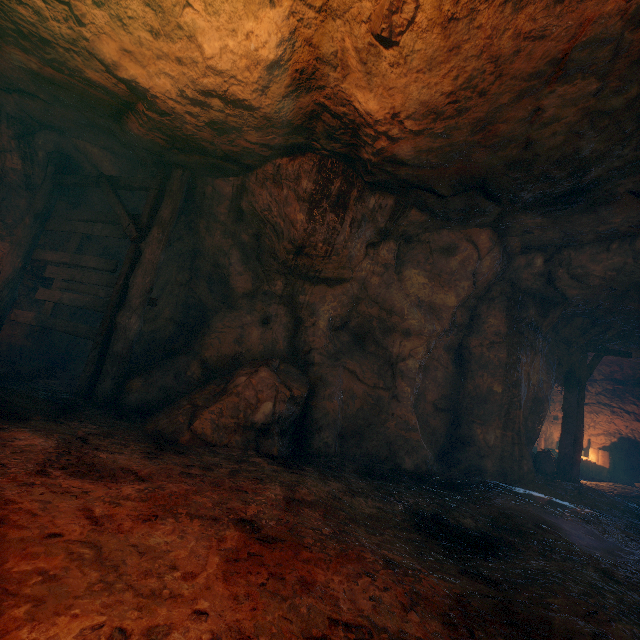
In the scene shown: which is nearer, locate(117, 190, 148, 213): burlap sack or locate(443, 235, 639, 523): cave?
locate(443, 235, 639, 523): cave

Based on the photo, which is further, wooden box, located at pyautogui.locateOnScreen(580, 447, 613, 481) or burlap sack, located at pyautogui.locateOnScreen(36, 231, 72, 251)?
wooden box, located at pyautogui.locateOnScreen(580, 447, 613, 481)

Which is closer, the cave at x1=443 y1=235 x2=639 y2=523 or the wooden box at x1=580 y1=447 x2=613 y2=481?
the cave at x1=443 y1=235 x2=639 y2=523

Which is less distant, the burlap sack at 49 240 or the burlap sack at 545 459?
the burlap sack at 49 240

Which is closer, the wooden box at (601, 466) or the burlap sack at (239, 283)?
the burlap sack at (239, 283)

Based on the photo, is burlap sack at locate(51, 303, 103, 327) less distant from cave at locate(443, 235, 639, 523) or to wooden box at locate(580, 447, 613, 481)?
cave at locate(443, 235, 639, 523)

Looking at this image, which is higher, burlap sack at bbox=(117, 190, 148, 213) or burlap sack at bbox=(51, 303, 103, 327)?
burlap sack at bbox=(117, 190, 148, 213)

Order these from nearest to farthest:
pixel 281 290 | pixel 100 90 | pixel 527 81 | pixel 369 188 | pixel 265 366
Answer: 1. pixel 527 81
2. pixel 100 90
3. pixel 265 366
4. pixel 369 188
5. pixel 281 290
